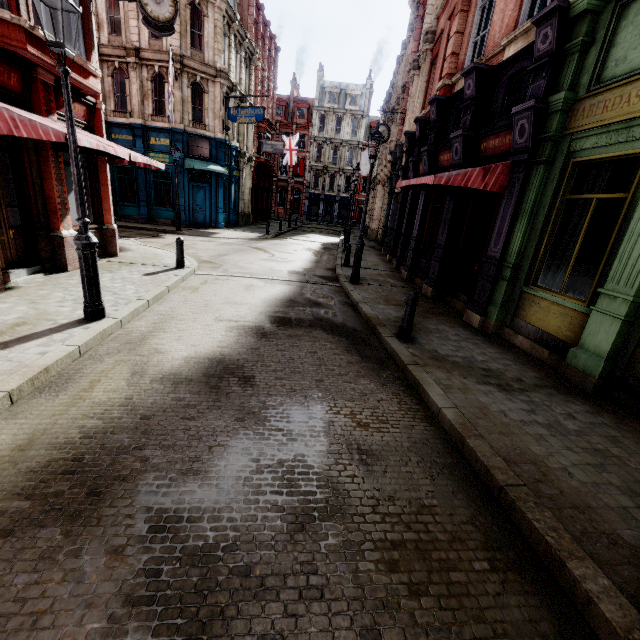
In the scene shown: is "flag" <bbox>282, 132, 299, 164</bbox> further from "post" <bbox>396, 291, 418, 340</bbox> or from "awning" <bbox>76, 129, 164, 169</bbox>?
"post" <bbox>396, 291, 418, 340</bbox>

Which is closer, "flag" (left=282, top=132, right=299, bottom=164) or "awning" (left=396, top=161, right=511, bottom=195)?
"awning" (left=396, top=161, right=511, bottom=195)

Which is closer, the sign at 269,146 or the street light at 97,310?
the street light at 97,310

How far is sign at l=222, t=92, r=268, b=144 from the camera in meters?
20.4 m

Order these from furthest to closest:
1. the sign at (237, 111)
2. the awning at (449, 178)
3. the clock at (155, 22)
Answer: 1. the sign at (237, 111)
2. the clock at (155, 22)
3. the awning at (449, 178)

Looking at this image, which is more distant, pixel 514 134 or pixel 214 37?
pixel 214 37

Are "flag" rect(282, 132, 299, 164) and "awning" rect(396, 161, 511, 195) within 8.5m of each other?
no

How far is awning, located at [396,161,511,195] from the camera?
6.96m
